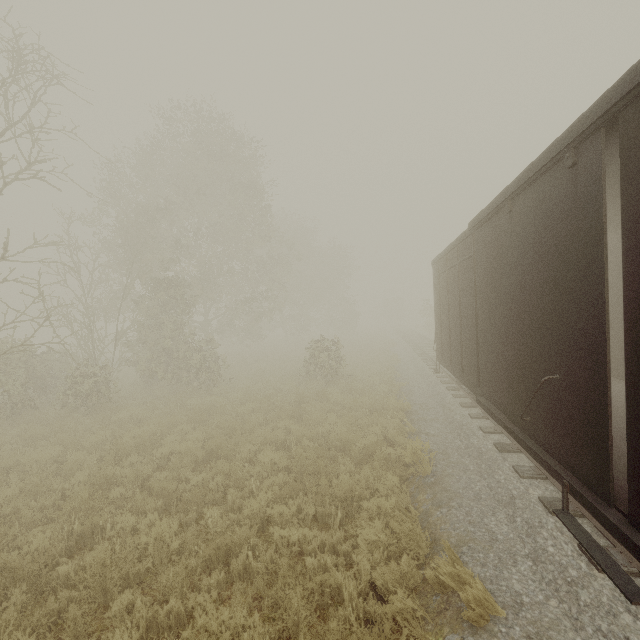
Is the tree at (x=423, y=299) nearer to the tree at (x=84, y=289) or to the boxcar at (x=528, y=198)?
the tree at (x=84, y=289)

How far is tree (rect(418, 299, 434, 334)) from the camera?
36.0m

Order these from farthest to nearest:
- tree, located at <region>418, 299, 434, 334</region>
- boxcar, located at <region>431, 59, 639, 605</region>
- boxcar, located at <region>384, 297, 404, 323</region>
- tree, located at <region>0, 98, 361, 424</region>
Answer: boxcar, located at <region>384, 297, 404, 323</region>, tree, located at <region>418, 299, 434, 334</region>, tree, located at <region>0, 98, 361, 424</region>, boxcar, located at <region>431, 59, 639, 605</region>

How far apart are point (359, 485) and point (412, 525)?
1.2 meters

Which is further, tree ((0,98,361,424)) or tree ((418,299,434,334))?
tree ((418,299,434,334))

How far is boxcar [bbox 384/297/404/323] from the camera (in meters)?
57.88

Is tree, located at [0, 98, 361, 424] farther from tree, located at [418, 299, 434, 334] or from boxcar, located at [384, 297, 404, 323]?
boxcar, located at [384, 297, 404, 323]

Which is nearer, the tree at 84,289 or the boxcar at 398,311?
the tree at 84,289
